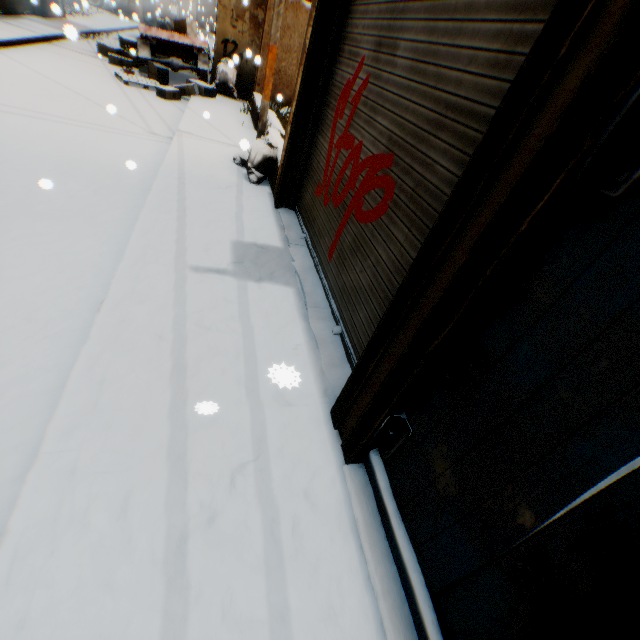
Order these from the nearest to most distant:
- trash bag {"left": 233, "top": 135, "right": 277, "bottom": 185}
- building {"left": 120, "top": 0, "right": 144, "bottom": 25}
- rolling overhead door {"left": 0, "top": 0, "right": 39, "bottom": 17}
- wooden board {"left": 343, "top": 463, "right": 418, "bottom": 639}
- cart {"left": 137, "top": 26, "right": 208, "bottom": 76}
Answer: wooden board {"left": 343, "top": 463, "right": 418, "bottom": 639}
trash bag {"left": 233, "top": 135, "right": 277, "bottom": 185}
cart {"left": 137, "top": 26, "right": 208, "bottom": 76}
rolling overhead door {"left": 0, "top": 0, "right": 39, "bottom": 17}
building {"left": 120, "top": 0, "right": 144, "bottom": 25}

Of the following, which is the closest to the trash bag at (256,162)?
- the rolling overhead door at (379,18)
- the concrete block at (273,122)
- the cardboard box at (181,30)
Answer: the concrete block at (273,122)

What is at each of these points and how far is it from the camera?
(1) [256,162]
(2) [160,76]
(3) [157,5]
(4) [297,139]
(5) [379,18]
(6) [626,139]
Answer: (1) trash bag, 5.93m
(2) cardboard box, 10.94m
(3) building, 34.47m
(4) building, 4.87m
(5) rolling overhead door, 3.16m
(6) door hinge, 1.01m

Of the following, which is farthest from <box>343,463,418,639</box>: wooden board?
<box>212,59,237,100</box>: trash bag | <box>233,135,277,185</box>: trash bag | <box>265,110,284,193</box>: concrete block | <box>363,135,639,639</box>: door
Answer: <box>212,59,237,100</box>: trash bag

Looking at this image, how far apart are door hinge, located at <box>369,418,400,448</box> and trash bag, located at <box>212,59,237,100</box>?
13.19m

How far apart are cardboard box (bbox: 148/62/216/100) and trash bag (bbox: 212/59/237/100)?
0.25m

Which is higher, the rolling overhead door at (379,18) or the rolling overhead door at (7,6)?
the rolling overhead door at (379,18)

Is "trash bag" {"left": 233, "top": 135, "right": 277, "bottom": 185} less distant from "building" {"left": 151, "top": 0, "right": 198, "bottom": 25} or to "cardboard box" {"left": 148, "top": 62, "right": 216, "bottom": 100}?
"building" {"left": 151, "top": 0, "right": 198, "bottom": 25}
